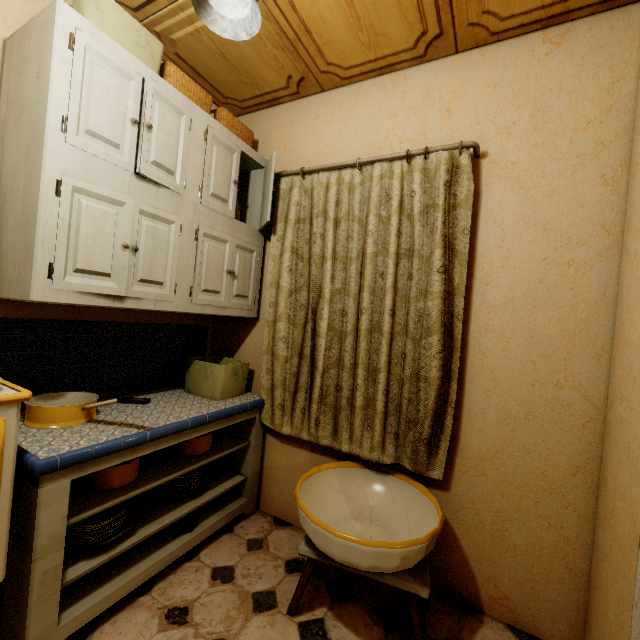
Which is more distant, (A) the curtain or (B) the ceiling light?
Answer: (A) the curtain

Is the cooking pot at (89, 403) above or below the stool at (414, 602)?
above

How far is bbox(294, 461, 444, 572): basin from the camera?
1.2 meters

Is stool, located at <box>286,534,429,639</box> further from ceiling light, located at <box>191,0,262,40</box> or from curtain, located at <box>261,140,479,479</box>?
ceiling light, located at <box>191,0,262,40</box>

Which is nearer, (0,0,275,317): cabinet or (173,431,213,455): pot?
(0,0,275,317): cabinet

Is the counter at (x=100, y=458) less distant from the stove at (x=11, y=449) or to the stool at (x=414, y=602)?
the stove at (x=11, y=449)

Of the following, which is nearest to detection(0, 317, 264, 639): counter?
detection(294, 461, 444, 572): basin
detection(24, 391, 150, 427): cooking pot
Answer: detection(24, 391, 150, 427): cooking pot

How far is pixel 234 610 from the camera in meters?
1.5
